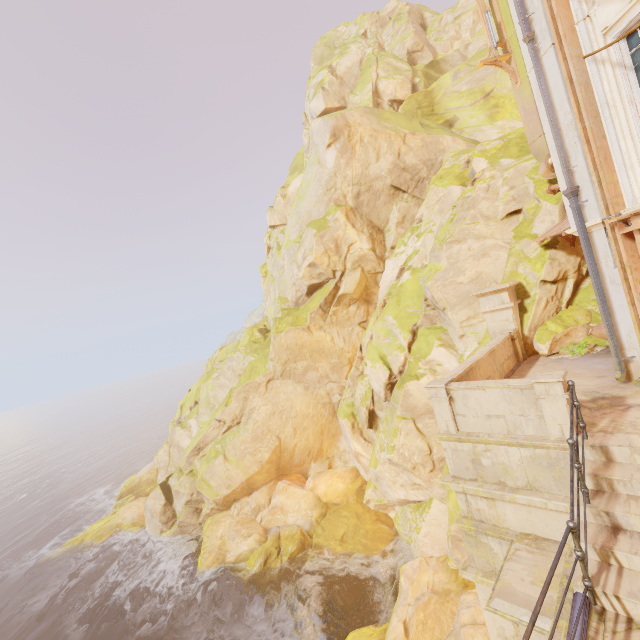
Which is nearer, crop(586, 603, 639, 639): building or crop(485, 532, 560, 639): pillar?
crop(586, 603, 639, 639): building

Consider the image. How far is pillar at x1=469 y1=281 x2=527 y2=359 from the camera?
11.1 meters

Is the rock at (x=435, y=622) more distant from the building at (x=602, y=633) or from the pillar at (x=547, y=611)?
the pillar at (x=547, y=611)

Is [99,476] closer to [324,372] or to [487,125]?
[324,372]

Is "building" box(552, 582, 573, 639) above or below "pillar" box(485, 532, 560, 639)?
above

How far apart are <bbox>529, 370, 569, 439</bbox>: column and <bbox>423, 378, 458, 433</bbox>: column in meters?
1.6

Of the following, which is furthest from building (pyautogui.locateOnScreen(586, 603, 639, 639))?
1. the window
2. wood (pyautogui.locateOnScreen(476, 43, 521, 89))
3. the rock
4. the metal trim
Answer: Answer: wood (pyautogui.locateOnScreen(476, 43, 521, 89))

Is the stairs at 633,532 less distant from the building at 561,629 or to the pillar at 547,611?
the building at 561,629
